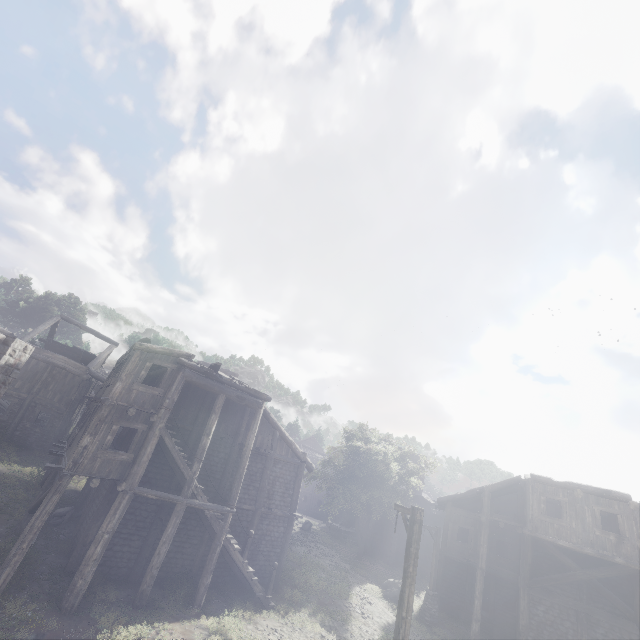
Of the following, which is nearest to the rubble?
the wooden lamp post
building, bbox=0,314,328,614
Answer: building, bbox=0,314,328,614

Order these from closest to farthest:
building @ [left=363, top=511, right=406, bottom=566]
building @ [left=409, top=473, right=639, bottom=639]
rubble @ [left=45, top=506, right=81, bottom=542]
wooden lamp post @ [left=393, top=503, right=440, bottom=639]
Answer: wooden lamp post @ [left=393, top=503, right=440, bottom=639], rubble @ [left=45, top=506, right=81, bottom=542], building @ [left=409, top=473, right=639, bottom=639], building @ [left=363, top=511, right=406, bottom=566]

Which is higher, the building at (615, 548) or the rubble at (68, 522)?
the building at (615, 548)

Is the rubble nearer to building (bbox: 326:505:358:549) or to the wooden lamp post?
building (bbox: 326:505:358:549)

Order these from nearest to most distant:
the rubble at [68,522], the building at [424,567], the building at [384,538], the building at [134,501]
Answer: the building at [134,501], the rubble at [68,522], the building at [424,567], the building at [384,538]

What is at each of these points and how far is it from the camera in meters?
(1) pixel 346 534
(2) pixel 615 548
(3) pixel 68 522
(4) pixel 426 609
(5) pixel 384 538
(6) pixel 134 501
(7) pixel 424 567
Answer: (1) building, 33.7 m
(2) building, 16.1 m
(3) rubble, 15.9 m
(4) wooden lamp post, 19.8 m
(5) building, 33.0 m
(6) building, 14.8 m
(7) building, 31.3 m

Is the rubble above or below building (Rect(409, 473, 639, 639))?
below
